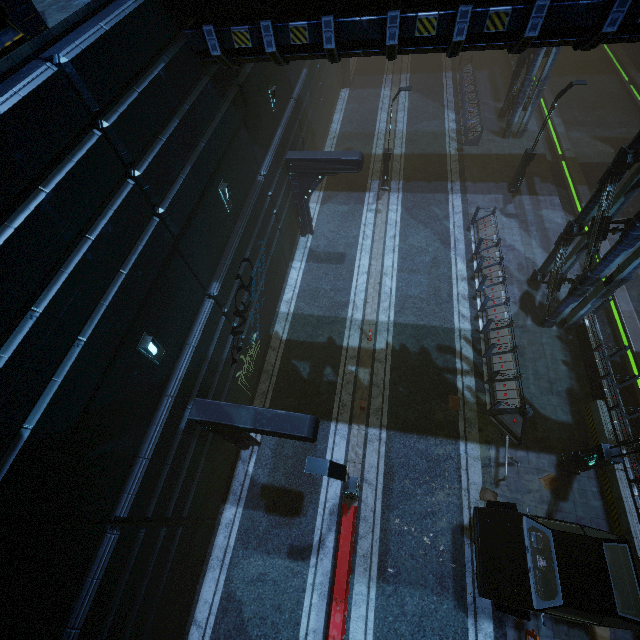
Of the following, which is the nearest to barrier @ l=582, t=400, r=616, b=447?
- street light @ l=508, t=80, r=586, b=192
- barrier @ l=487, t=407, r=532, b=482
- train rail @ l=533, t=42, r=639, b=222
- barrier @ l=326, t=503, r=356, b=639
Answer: train rail @ l=533, t=42, r=639, b=222

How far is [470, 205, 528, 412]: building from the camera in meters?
12.6 m

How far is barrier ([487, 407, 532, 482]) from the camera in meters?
11.5

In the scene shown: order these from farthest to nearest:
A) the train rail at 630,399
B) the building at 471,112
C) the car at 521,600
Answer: the building at 471,112 < the train rail at 630,399 < the car at 521,600

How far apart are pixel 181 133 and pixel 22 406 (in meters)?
6.47

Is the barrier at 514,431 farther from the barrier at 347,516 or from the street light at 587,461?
the barrier at 347,516

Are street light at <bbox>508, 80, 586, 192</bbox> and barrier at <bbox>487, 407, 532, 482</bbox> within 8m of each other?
no

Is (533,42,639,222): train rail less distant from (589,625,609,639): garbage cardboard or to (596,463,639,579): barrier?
(596,463,639,579): barrier
